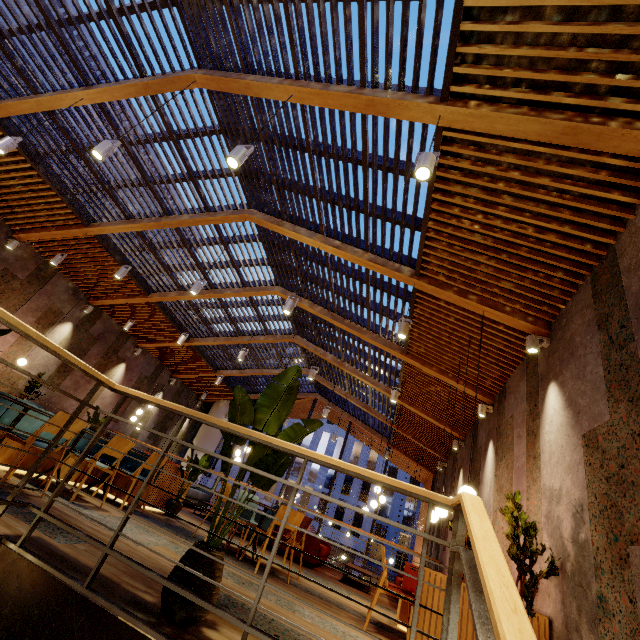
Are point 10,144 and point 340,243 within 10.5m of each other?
yes

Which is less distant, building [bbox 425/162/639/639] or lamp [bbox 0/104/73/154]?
building [bbox 425/162/639/639]

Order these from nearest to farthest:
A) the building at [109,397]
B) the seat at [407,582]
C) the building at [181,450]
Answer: the seat at [407,582]
the building at [109,397]
the building at [181,450]

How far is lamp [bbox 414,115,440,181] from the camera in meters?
2.8

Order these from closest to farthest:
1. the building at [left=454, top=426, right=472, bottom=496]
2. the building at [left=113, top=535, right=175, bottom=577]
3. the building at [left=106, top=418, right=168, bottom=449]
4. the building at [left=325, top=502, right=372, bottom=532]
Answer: the building at [left=113, top=535, right=175, bottom=577], the building at [left=454, top=426, right=472, bottom=496], the building at [left=106, top=418, right=168, bottom=449], the building at [left=325, top=502, right=372, bottom=532]

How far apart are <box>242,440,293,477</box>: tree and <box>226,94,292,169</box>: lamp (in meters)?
2.34

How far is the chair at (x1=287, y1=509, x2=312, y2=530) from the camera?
4.77m

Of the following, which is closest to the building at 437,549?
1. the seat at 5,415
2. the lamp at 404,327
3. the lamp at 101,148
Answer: the seat at 5,415
